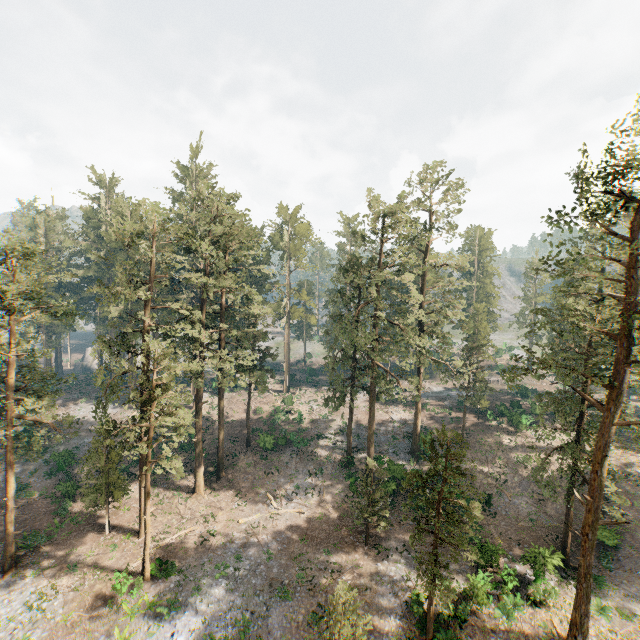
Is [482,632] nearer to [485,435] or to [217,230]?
[485,435]

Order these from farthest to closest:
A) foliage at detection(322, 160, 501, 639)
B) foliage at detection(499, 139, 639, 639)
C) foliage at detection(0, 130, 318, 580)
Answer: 1. foliage at detection(0, 130, 318, 580)
2. foliage at detection(322, 160, 501, 639)
3. foliage at detection(499, 139, 639, 639)

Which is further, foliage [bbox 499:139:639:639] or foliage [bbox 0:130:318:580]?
foliage [bbox 0:130:318:580]

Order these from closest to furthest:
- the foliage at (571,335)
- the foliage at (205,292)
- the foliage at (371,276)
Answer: the foliage at (571,335) → the foliage at (371,276) → the foliage at (205,292)

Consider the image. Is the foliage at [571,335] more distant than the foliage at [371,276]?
No
